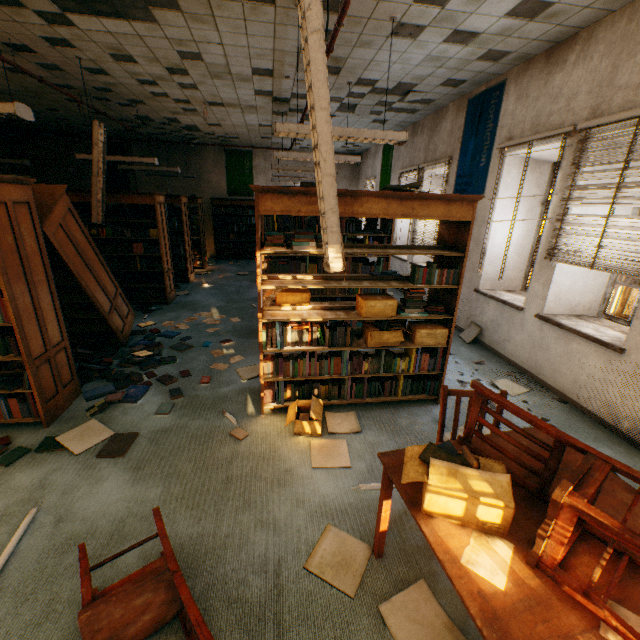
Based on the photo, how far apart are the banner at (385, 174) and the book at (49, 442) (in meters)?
8.97

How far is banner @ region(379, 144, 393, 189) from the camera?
9.05m

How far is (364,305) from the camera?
3.1 meters

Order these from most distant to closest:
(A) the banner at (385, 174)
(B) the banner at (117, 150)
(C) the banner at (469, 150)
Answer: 1. (B) the banner at (117, 150)
2. (A) the banner at (385, 174)
3. (C) the banner at (469, 150)

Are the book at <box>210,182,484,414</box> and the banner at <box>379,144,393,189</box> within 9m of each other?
yes

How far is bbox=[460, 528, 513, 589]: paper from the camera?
1.2m

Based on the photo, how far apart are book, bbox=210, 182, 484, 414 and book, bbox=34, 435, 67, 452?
1.76m

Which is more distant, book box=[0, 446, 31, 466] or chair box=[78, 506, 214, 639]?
book box=[0, 446, 31, 466]
